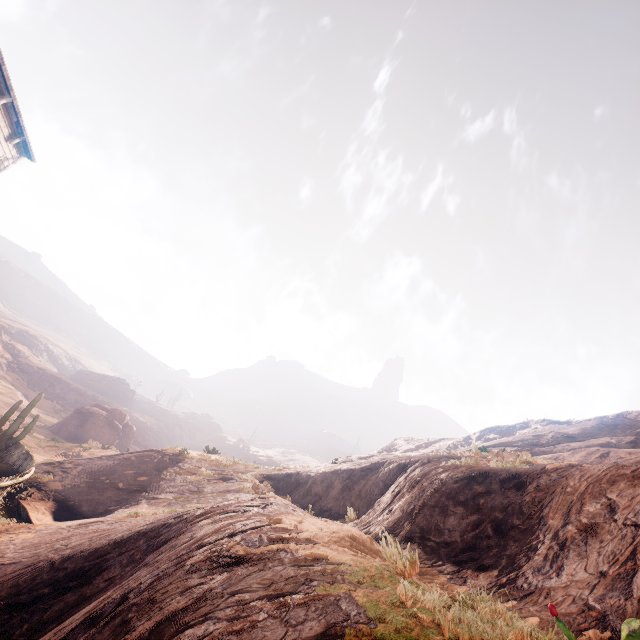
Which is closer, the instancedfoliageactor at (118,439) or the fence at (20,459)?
the fence at (20,459)

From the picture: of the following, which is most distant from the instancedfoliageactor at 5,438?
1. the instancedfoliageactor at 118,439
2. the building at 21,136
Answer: the instancedfoliageactor at 118,439

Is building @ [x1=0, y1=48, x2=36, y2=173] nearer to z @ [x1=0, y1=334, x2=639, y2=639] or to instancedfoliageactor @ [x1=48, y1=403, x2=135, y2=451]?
z @ [x1=0, y1=334, x2=639, y2=639]

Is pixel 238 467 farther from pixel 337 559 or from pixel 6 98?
pixel 6 98

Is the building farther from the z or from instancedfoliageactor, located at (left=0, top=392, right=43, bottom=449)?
instancedfoliageactor, located at (left=0, top=392, right=43, bottom=449)

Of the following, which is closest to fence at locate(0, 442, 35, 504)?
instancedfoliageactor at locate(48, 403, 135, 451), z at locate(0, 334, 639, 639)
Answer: z at locate(0, 334, 639, 639)

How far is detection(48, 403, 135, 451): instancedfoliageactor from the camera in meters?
37.5 m

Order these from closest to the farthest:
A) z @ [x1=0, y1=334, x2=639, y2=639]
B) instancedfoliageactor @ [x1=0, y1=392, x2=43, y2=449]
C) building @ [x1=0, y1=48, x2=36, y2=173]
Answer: z @ [x1=0, y1=334, x2=639, y2=639]
building @ [x1=0, y1=48, x2=36, y2=173]
instancedfoliageactor @ [x1=0, y1=392, x2=43, y2=449]
